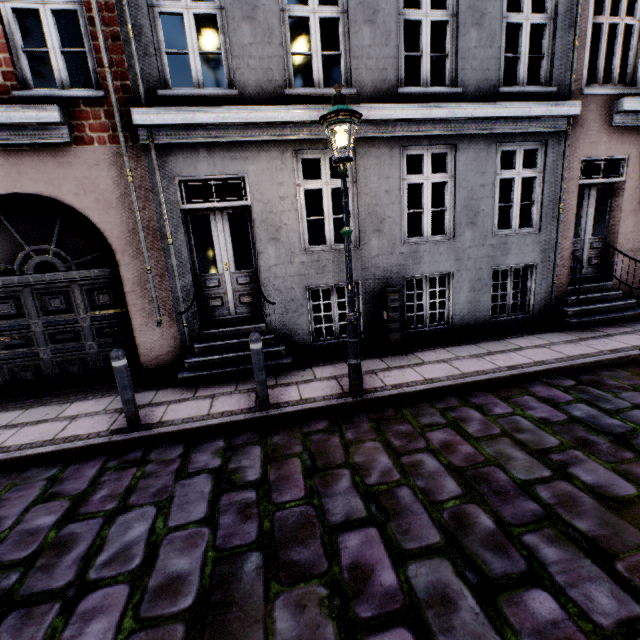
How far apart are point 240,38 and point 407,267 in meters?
4.8

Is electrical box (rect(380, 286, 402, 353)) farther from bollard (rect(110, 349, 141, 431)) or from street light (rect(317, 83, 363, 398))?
bollard (rect(110, 349, 141, 431))

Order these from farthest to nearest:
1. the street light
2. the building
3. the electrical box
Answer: the electrical box, the building, the street light

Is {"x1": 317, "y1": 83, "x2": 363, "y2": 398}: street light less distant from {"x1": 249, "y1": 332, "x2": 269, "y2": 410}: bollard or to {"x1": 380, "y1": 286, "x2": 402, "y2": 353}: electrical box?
{"x1": 249, "y1": 332, "x2": 269, "y2": 410}: bollard

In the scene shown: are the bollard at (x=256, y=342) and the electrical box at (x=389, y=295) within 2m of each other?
no

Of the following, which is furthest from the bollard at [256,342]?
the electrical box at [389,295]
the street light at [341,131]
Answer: the electrical box at [389,295]

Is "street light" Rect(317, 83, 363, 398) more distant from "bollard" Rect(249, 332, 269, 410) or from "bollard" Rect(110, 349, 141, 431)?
"bollard" Rect(110, 349, 141, 431)

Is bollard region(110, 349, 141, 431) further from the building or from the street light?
the street light
